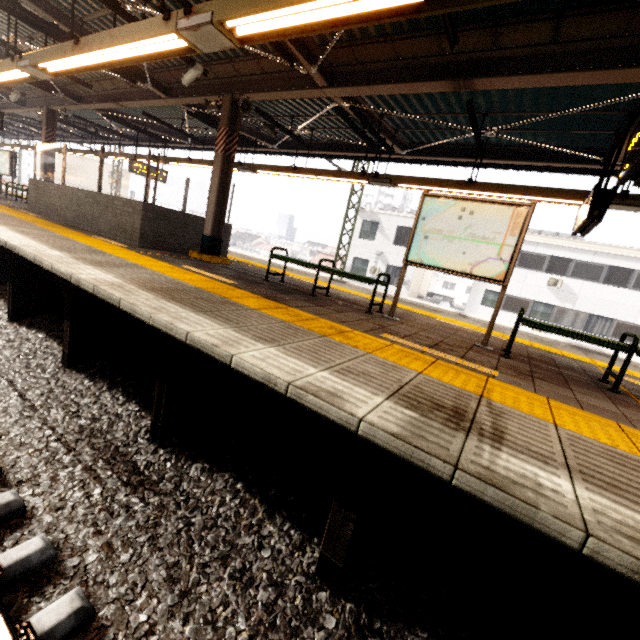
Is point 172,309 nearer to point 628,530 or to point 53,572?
point 53,572

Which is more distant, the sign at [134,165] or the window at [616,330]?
the window at [616,330]

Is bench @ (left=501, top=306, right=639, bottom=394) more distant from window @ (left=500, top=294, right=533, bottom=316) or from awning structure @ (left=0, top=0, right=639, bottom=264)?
window @ (left=500, top=294, right=533, bottom=316)

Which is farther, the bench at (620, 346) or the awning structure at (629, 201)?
the awning structure at (629, 201)

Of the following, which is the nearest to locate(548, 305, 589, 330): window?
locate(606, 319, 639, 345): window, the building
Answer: locate(606, 319, 639, 345): window

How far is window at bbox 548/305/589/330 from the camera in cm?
1991

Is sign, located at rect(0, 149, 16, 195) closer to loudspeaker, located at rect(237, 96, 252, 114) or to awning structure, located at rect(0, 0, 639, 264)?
awning structure, located at rect(0, 0, 639, 264)

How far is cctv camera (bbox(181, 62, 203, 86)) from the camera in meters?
6.1
